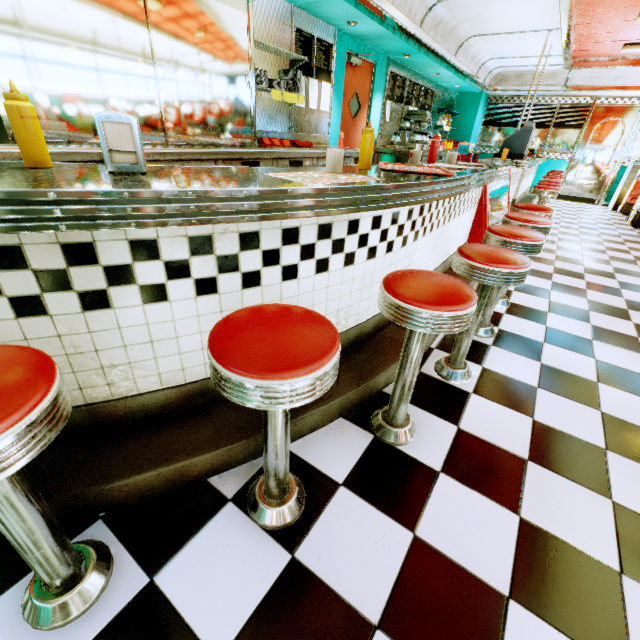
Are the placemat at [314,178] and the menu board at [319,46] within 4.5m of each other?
yes

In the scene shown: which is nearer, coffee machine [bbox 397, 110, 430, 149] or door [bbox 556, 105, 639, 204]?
coffee machine [bbox 397, 110, 430, 149]

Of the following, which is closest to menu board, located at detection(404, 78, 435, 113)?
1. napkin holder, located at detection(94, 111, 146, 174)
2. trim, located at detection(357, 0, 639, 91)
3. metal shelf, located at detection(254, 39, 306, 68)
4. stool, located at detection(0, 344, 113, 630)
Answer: trim, located at detection(357, 0, 639, 91)

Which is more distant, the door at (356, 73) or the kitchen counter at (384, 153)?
the kitchen counter at (384, 153)

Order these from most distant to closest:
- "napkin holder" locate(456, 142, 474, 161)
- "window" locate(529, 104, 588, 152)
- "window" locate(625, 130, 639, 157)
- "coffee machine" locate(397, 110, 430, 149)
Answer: "window" locate(529, 104, 588, 152)
"window" locate(625, 130, 639, 157)
"coffee machine" locate(397, 110, 430, 149)
"napkin holder" locate(456, 142, 474, 161)

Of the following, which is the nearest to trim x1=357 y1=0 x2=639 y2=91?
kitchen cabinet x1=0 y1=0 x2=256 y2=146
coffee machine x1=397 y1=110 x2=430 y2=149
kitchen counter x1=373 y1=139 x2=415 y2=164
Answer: kitchen cabinet x1=0 y1=0 x2=256 y2=146

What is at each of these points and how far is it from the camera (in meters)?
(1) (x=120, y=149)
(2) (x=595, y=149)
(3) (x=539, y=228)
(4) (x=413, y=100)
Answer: (1) napkin holder, 1.05
(2) door, 9.22
(3) stool, 2.59
(4) menu board, 7.45

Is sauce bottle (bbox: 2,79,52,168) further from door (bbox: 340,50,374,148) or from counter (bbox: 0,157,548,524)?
door (bbox: 340,50,374,148)
